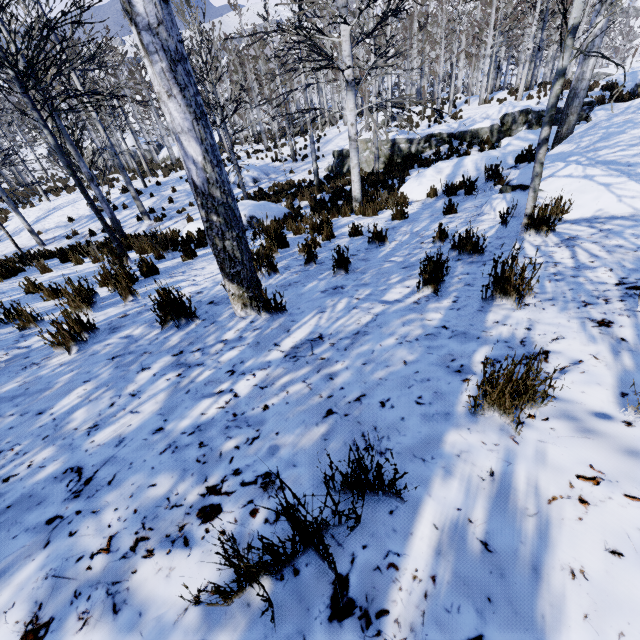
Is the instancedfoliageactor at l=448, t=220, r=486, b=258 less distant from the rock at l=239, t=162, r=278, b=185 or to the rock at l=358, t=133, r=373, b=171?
the rock at l=358, t=133, r=373, b=171

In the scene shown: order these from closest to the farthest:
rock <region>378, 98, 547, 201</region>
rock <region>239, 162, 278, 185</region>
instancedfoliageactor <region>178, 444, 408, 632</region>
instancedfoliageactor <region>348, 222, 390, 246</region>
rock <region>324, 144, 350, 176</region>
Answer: instancedfoliageactor <region>178, 444, 408, 632</region>, instancedfoliageactor <region>348, 222, 390, 246</region>, rock <region>378, 98, 547, 201</region>, rock <region>324, 144, 350, 176</region>, rock <region>239, 162, 278, 185</region>

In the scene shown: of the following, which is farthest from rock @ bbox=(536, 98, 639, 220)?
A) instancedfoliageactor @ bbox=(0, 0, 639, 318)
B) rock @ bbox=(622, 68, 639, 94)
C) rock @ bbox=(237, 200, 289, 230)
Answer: rock @ bbox=(622, 68, 639, 94)

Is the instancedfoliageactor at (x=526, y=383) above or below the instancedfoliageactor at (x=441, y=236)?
above

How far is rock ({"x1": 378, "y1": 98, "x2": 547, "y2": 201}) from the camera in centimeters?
887cm

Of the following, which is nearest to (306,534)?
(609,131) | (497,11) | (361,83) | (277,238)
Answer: (277,238)

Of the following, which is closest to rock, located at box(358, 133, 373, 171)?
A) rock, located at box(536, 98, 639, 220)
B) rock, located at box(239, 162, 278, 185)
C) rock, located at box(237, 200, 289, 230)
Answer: rock, located at box(239, 162, 278, 185)

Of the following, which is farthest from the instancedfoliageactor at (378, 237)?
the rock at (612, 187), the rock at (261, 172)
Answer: the rock at (261, 172)
